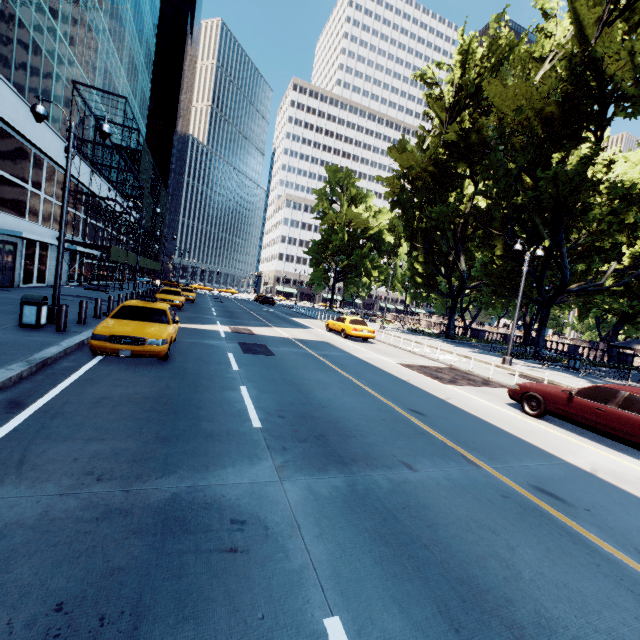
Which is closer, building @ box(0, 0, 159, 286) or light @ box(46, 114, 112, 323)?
light @ box(46, 114, 112, 323)

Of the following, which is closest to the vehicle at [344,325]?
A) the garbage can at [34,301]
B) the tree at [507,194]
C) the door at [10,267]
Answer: the tree at [507,194]

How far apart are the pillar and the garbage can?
0.5 meters

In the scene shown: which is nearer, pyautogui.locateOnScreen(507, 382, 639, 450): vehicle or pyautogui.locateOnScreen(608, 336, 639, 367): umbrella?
pyautogui.locateOnScreen(507, 382, 639, 450): vehicle

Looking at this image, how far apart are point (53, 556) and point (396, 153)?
31.0m

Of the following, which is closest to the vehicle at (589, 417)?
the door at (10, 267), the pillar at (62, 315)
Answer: the pillar at (62, 315)

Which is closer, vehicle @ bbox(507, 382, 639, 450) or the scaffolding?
vehicle @ bbox(507, 382, 639, 450)

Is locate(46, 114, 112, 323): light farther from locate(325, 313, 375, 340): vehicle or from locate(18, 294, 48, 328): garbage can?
locate(325, 313, 375, 340): vehicle
